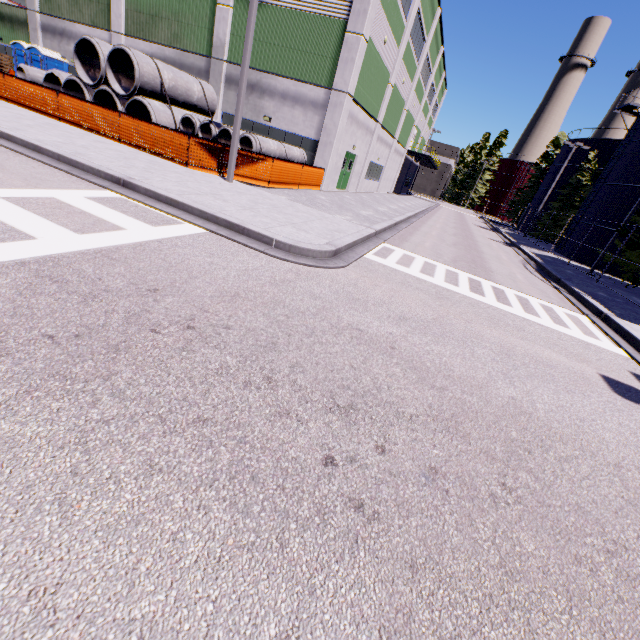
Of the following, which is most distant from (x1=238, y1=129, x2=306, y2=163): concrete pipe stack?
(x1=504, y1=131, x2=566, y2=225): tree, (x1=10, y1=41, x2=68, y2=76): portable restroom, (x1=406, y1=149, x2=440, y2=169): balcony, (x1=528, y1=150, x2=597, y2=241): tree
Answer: (x1=504, y1=131, x2=566, y2=225): tree

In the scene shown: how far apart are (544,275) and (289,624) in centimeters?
1682cm

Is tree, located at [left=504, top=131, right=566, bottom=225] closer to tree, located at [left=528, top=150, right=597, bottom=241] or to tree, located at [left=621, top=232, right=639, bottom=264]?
tree, located at [left=528, top=150, right=597, bottom=241]

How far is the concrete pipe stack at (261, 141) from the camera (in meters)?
14.17

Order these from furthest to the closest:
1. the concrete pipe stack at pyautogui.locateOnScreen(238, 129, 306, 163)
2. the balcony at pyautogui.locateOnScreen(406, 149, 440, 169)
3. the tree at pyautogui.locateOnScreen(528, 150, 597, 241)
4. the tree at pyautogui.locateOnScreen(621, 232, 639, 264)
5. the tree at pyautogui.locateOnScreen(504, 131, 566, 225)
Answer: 1. the tree at pyautogui.locateOnScreen(504, 131, 566, 225)
2. the balcony at pyautogui.locateOnScreen(406, 149, 440, 169)
3. the tree at pyautogui.locateOnScreen(528, 150, 597, 241)
4. the tree at pyautogui.locateOnScreen(621, 232, 639, 264)
5. the concrete pipe stack at pyautogui.locateOnScreen(238, 129, 306, 163)

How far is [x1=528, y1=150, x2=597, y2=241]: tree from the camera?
35.81m

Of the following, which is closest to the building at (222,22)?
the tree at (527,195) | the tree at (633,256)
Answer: the tree at (633,256)

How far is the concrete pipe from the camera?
17.0 meters
